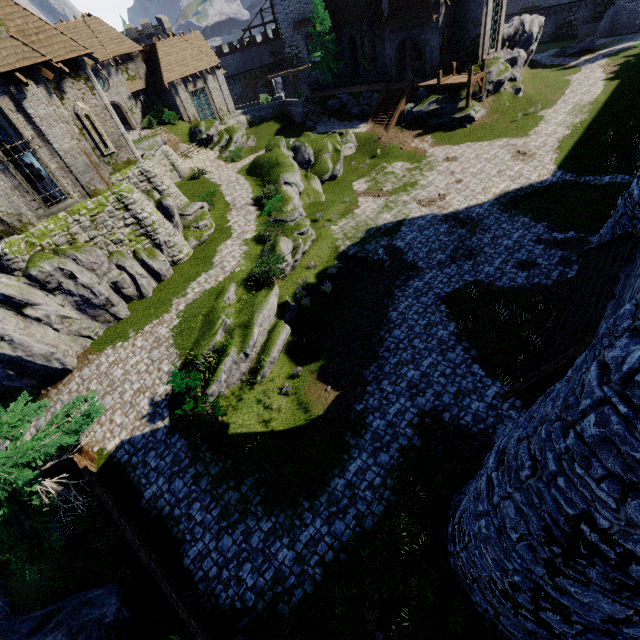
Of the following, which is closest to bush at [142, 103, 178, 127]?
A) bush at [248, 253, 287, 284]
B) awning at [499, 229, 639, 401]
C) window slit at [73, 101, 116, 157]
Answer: window slit at [73, 101, 116, 157]

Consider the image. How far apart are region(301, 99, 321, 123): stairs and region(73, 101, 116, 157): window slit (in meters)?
26.03

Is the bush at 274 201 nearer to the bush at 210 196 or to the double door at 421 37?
the bush at 210 196

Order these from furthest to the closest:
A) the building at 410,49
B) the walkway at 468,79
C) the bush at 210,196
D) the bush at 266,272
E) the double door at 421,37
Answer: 1. the building at 410,49
2. the double door at 421,37
3. the walkway at 468,79
4. the bush at 210,196
5. the bush at 266,272

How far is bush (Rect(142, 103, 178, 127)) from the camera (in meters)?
34.69

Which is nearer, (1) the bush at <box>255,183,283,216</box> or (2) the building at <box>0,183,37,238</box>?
(2) the building at <box>0,183,37,238</box>

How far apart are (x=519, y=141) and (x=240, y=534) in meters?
34.4 m

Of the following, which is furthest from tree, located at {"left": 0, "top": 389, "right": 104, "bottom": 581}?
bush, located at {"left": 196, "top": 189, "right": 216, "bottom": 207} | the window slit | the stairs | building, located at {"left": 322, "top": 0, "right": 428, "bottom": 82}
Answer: building, located at {"left": 322, "top": 0, "right": 428, "bottom": 82}
